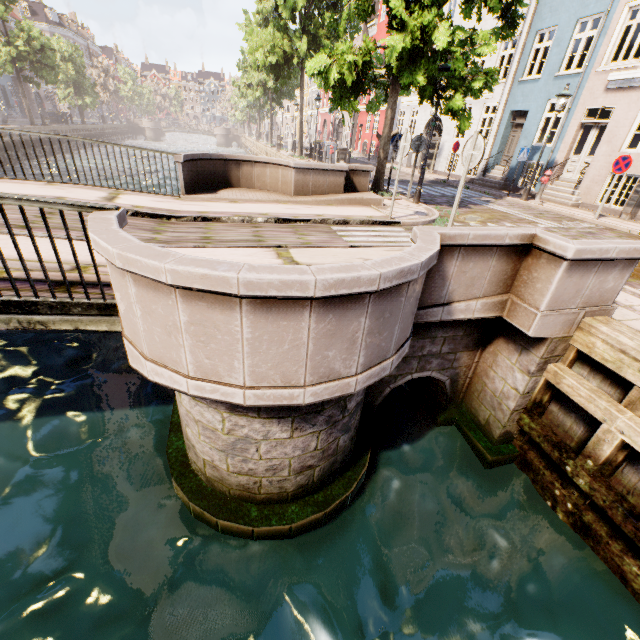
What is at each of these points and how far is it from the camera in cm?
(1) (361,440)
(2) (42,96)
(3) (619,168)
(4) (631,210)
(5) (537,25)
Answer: (1) bridge, 472
(2) building, 4700
(3) sign, 1002
(4) electrical box, 1112
(5) building, 1437

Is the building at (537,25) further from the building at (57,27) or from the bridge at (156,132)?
the building at (57,27)

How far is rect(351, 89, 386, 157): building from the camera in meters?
30.0

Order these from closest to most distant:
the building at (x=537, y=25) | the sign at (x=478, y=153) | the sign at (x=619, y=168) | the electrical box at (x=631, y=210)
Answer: the sign at (x=478, y=153) → the sign at (x=619, y=168) → the electrical box at (x=631, y=210) → the building at (x=537, y=25)

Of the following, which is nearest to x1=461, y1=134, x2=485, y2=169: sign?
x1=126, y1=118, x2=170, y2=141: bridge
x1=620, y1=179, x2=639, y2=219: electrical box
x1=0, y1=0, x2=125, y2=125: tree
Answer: x1=0, y1=0, x2=125, y2=125: tree

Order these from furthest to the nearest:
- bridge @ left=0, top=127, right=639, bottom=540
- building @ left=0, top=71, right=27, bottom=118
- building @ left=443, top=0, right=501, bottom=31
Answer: building @ left=0, top=71, right=27, bottom=118 → building @ left=443, top=0, right=501, bottom=31 → bridge @ left=0, top=127, right=639, bottom=540

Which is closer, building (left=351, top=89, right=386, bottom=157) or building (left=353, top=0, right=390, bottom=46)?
building (left=353, top=0, right=390, bottom=46)

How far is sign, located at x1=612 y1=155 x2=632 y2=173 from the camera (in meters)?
9.76
